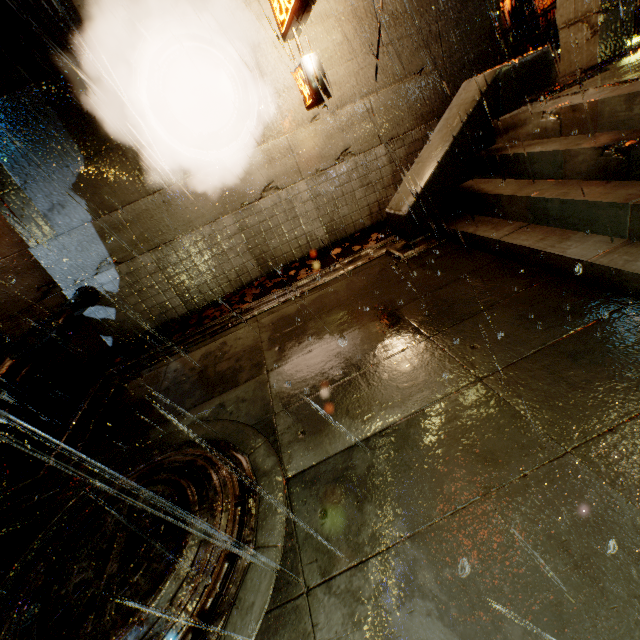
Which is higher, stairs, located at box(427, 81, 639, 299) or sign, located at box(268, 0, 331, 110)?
sign, located at box(268, 0, 331, 110)

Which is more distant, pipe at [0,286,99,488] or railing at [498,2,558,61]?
railing at [498,2,558,61]

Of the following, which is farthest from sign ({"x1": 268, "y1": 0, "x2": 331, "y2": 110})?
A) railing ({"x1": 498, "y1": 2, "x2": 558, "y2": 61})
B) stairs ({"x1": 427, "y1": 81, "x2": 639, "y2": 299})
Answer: railing ({"x1": 498, "y1": 2, "x2": 558, "y2": 61})

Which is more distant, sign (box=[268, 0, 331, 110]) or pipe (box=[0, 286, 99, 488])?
sign (box=[268, 0, 331, 110])

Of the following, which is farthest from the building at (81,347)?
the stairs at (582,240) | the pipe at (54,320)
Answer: the stairs at (582,240)

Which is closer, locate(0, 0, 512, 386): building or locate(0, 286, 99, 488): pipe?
locate(0, 286, 99, 488): pipe

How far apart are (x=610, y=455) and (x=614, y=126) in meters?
4.2

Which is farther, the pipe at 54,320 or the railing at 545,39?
the railing at 545,39
